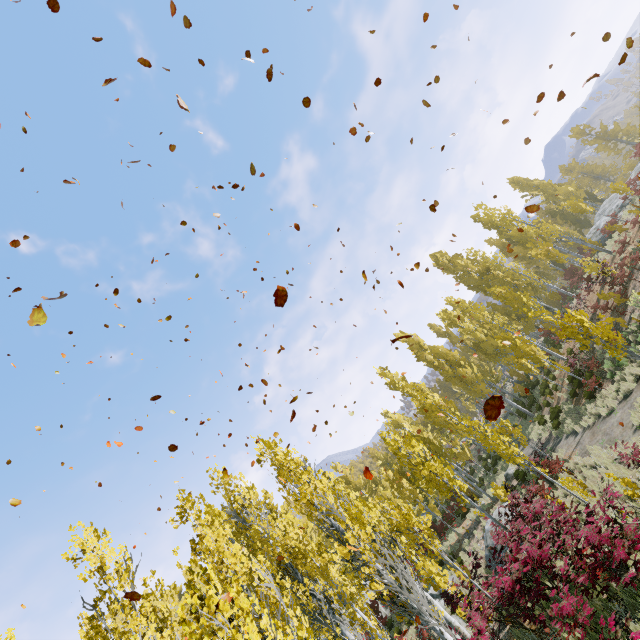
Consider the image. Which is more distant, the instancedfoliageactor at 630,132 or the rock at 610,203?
the rock at 610,203

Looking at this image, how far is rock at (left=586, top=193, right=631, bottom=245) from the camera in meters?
26.0 m

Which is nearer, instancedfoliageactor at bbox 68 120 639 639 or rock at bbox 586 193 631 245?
instancedfoliageactor at bbox 68 120 639 639

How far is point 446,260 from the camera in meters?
34.9

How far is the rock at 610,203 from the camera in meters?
26.0 m
